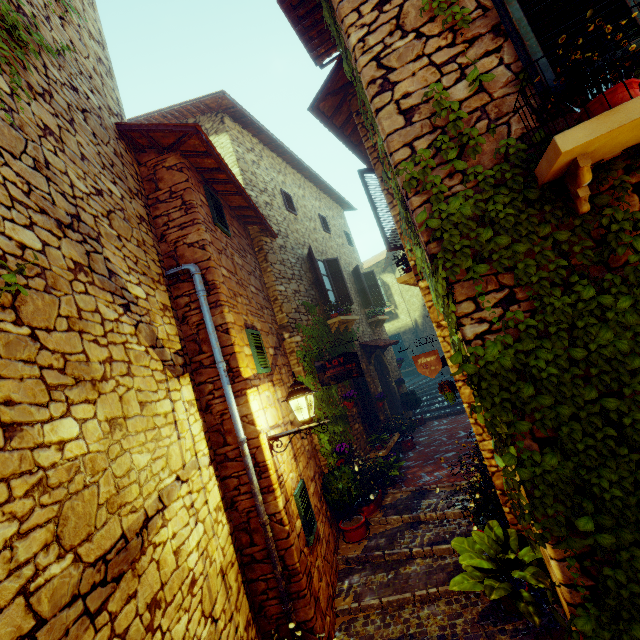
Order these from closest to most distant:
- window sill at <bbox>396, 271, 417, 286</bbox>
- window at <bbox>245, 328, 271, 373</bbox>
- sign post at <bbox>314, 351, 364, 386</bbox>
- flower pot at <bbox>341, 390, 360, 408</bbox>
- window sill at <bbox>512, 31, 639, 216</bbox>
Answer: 1. window sill at <bbox>512, 31, 639, 216</bbox>
2. window at <bbox>245, 328, 271, 373</bbox>
3. window sill at <bbox>396, 271, 417, 286</bbox>
4. sign post at <bbox>314, 351, 364, 386</bbox>
5. flower pot at <bbox>341, 390, 360, 408</bbox>

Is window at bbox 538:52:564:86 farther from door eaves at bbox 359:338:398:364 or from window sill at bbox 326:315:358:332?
door eaves at bbox 359:338:398:364

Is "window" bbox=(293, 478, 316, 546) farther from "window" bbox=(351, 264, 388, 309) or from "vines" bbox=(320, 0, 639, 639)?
"window" bbox=(351, 264, 388, 309)

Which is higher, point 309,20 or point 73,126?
point 309,20

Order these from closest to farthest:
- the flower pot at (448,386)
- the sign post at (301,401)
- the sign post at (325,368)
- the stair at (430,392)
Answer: the sign post at (301,401)
the flower pot at (448,386)
the sign post at (325,368)
the stair at (430,392)

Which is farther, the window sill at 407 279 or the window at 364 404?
the window at 364 404

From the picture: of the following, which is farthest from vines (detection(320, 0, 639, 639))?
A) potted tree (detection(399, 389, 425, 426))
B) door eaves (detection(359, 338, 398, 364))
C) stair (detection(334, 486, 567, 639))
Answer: potted tree (detection(399, 389, 425, 426))

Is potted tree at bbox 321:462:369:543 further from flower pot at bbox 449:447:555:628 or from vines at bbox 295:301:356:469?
flower pot at bbox 449:447:555:628
